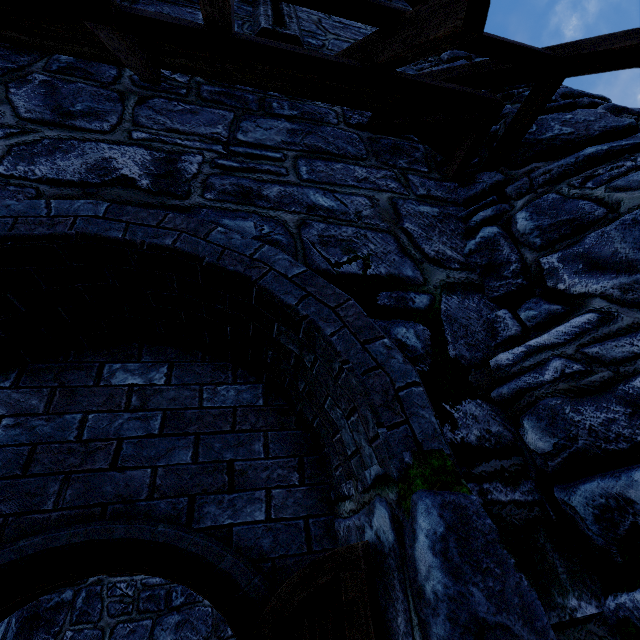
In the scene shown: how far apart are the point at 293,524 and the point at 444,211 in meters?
2.6

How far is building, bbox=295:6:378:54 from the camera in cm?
455

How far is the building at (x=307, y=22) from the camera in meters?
4.6

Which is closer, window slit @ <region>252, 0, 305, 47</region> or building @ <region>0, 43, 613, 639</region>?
building @ <region>0, 43, 613, 639</region>

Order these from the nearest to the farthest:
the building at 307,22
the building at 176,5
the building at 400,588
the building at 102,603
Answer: Answer:
the building at 400,588
the building at 176,5
the building at 307,22
the building at 102,603

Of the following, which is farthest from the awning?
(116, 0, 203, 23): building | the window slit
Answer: the window slit

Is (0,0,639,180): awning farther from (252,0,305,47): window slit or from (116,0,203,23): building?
(252,0,305,47): window slit
